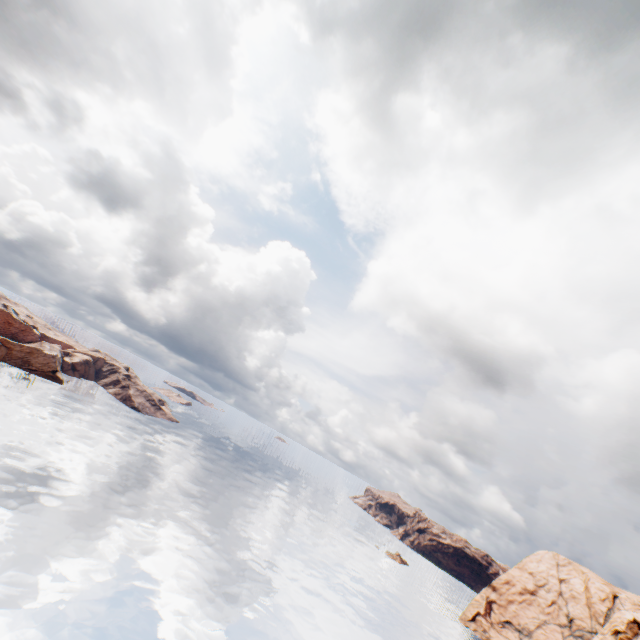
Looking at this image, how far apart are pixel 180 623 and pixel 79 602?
10.8 meters
